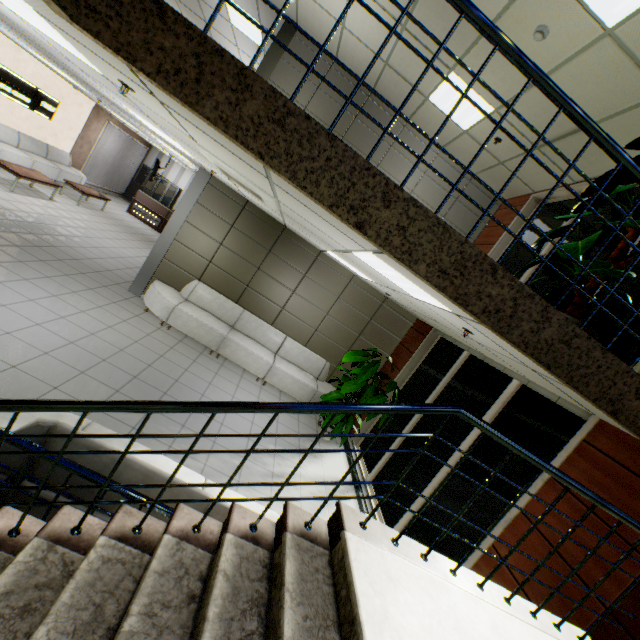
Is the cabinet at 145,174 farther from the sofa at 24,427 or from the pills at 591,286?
the pills at 591,286

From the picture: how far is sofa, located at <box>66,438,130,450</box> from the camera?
2.2 meters

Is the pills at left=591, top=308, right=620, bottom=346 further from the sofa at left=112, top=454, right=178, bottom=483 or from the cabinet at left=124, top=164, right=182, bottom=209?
the cabinet at left=124, top=164, right=182, bottom=209

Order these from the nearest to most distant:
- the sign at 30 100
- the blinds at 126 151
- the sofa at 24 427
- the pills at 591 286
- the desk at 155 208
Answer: the sofa at 24 427 → the pills at 591 286 → the sign at 30 100 → the blinds at 126 151 → the desk at 155 208

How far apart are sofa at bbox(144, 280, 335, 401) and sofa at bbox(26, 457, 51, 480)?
4.0m

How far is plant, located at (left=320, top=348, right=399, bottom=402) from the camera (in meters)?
6.00

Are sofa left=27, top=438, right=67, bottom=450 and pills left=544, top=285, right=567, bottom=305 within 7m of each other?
yes

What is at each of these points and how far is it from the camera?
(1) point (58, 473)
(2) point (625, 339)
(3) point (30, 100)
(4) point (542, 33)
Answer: (1) sofa, 2.2 meters
(2) pills, 3.3 meters
(3) sign, 10.1 meters
(4) fire alarm, 3.8 meters
